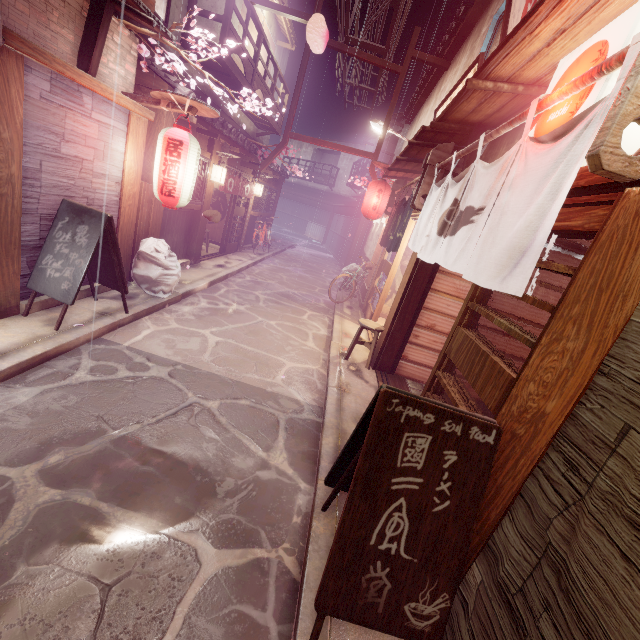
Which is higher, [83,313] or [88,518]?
[83,313]

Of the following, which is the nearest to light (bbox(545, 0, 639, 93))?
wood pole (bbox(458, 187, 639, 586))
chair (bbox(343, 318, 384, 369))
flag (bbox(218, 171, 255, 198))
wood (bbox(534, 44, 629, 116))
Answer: wood (bbox(534, 44, 629, 116))

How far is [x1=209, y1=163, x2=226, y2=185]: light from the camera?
14.7 meters

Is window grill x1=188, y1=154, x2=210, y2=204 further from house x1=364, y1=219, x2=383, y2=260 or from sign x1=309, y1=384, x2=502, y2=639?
sign x1=309, y1=384, x2=502, y2=639

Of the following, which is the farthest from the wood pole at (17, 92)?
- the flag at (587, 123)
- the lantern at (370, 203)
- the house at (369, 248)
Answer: the house at (369, 248)

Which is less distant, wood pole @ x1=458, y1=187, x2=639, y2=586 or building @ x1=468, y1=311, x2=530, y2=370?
wood pole @ x1=458, y1=187, x2=639, y2=586

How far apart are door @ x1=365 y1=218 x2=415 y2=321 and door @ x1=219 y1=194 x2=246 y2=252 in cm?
987

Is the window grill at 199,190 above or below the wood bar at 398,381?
above
